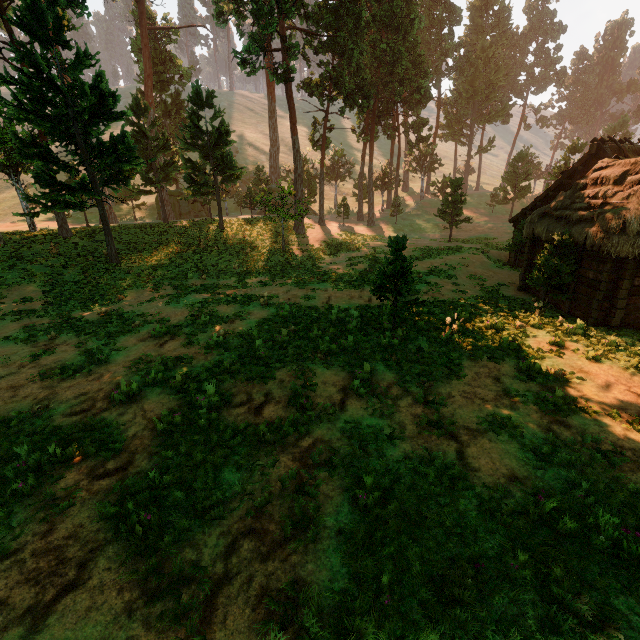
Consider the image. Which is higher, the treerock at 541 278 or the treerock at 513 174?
the treerock at 513 174

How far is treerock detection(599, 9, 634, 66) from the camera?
58.00m

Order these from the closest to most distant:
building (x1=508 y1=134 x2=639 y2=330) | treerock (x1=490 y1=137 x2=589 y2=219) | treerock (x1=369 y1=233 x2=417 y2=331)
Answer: treerock (x1=369 y1=233 x2=417 y2=331), building (x1=508 y1=134 x2=639 y2=330), treerock (x1=490 y1=137 x2=589 y2=219)

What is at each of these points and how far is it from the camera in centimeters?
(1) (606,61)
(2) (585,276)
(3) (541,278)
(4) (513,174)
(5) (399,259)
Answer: (1) treerock, 5997cm
(2) building, 1352cm
(3) treerock, 1359cm
(4) treerock, 4294cm
(5) treerock, 1183cm

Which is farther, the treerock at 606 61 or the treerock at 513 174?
the treerock at 606 61
